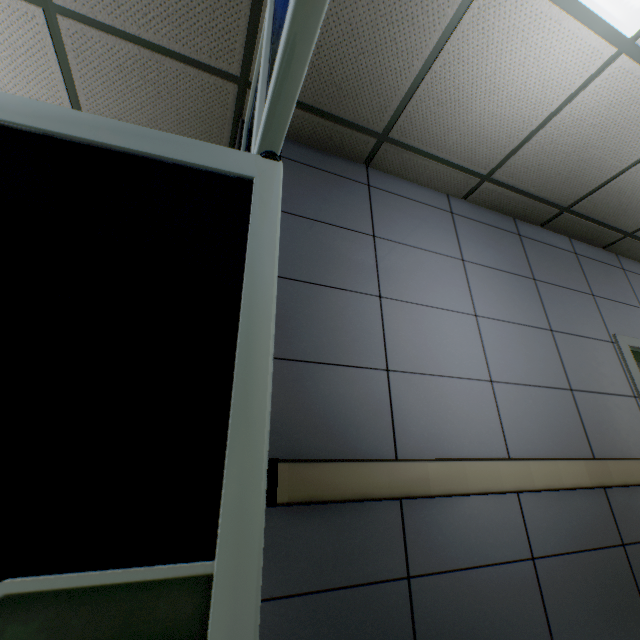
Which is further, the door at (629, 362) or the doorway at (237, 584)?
the door at (629, 362)

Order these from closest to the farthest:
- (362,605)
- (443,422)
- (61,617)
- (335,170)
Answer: (61,617)
(362,605)
(443,422)
(335,170)

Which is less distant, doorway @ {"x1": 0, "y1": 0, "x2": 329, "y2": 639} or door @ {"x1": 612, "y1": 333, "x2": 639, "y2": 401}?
doorway @ {"x1": 0, "y1": 0, "x2": 329, "y2": 639}
